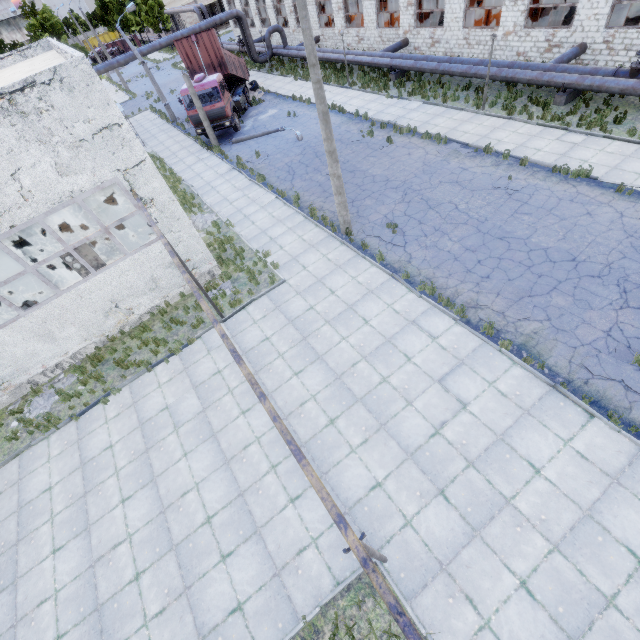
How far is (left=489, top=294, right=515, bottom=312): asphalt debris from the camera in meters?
10.0 m

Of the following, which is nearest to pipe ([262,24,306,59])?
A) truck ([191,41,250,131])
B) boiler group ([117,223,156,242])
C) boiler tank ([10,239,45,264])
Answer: truck ([191,41,250,131])

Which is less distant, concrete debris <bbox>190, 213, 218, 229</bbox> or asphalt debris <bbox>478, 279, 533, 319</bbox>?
asphalt debris <bbox>478, 279, 533, 319</bbox>

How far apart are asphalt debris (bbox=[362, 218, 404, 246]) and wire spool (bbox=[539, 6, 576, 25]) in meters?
19.8 m

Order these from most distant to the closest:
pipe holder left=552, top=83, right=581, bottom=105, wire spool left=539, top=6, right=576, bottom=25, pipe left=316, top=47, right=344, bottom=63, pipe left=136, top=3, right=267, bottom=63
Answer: pipe left=136, top=3, right=267, bottom=63 < pipe left=316, top=47, right=344, bottom=63 < wire spool left=539, top=6, right=576, bottom=25 < pipe holder left=552, top=83, right=581, bottom=105

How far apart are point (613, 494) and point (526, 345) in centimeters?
382cm

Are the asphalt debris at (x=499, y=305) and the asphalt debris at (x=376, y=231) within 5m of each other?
yes

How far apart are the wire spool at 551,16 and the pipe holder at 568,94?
7.5 meters
